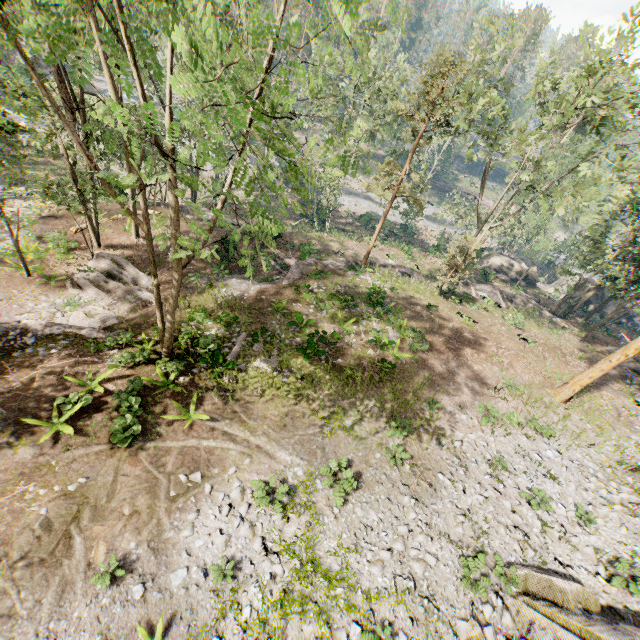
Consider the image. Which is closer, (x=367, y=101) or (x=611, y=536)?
(x=611, y=536)

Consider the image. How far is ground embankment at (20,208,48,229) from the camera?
21.42m

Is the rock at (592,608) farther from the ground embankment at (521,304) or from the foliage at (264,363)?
the ground embankment at (521,304)

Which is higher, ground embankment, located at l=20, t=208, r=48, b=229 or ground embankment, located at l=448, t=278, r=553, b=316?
ground embankment, located at l=448, t=278, r=553, b=316

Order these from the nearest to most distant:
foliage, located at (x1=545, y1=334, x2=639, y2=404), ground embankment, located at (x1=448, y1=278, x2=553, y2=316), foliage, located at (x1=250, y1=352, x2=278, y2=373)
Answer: foliage, located at (x1=250, y1=352, x2=278, y2=373), foliage, located at (x1=545, y1=334, x2=639, y2=404), ground embankment, located at (x1=448, y1=278, x2=553, y2=316)

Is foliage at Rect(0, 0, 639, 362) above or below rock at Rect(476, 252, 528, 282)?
above

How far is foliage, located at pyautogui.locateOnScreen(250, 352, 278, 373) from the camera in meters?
15.3

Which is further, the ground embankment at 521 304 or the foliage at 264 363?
the ground embankment at 521 304
